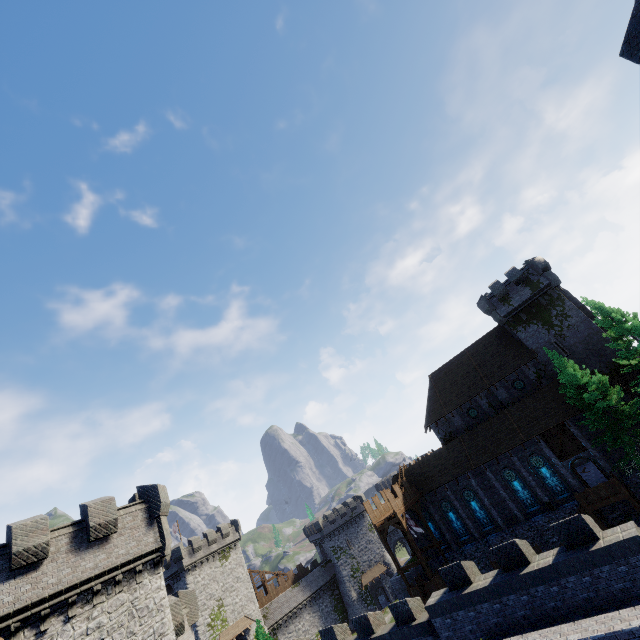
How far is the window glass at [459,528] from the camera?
34.5 meters

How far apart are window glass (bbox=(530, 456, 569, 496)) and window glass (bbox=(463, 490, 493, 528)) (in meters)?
6.49

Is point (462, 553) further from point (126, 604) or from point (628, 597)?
point (126, 604)

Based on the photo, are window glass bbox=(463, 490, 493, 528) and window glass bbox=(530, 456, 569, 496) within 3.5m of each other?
no

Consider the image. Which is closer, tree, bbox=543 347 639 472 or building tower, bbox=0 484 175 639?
building tower, bbox=0 484 175 639

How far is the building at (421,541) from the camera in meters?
36.4

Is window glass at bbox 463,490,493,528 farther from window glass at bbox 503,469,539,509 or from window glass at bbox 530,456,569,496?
window glass at bbox 530,456,569,496

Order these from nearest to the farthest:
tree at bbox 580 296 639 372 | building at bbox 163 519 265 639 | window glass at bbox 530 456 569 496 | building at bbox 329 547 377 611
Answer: tree at bbox 580 296 639 372 → window glass at bbox 530 456 569 496 → building at bbox 163 519 265 639 → building at bbox 329 547 377 611
